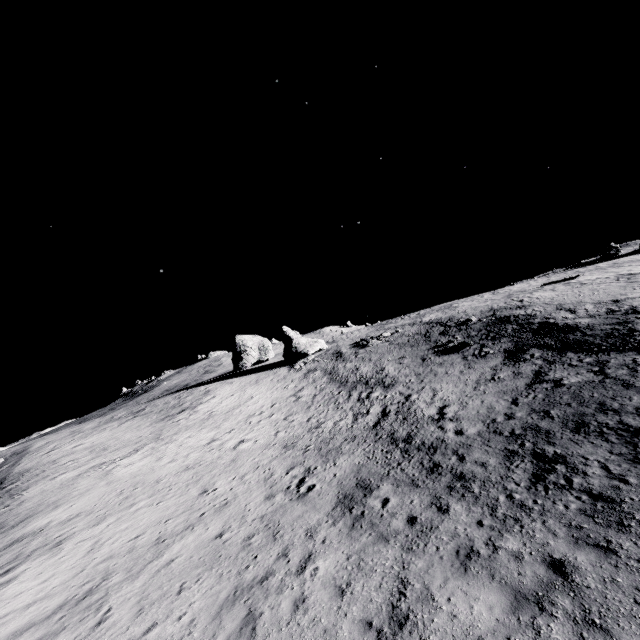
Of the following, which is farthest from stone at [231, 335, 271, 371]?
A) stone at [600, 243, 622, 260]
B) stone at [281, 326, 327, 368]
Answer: Result: stone at [600, 243, 622, 260]

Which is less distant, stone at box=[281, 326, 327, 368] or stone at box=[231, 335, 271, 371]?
stone at box=[281, 326, 327, 368]

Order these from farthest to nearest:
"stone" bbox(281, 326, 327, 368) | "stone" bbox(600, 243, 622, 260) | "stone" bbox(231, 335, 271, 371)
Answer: "stone" bbox(231, 335, 271, 371)
"stone" bbox(600, 243, 622, 260)
"stone" bbox(281, 326, 327, 368)

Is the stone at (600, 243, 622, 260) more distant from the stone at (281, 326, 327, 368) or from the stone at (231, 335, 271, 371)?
the stone at (231, 335, 271, 371)

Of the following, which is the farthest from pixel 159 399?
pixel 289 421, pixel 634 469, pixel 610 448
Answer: pixel 634 469

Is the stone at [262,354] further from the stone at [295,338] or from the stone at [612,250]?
the stone at [612,250]

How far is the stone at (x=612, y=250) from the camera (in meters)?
48.22
